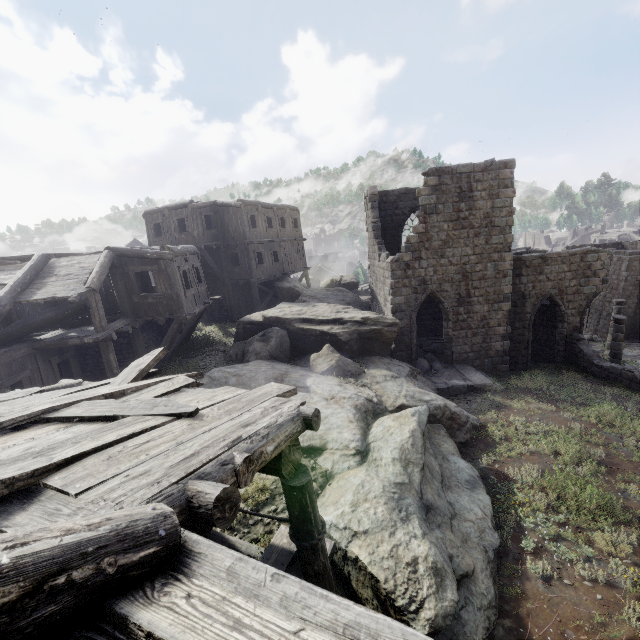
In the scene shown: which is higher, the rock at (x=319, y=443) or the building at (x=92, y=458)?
the building at (x=92, y=458)

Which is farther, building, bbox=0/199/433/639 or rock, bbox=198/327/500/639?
rock, bbox=198/327/500/639

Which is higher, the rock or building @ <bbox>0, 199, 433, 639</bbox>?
building @ <bbox>0, 199, 433, 639</bbox>

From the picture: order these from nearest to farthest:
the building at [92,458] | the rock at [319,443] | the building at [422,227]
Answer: the building at [92,458], the rock at [319,443], the building at [422,227]

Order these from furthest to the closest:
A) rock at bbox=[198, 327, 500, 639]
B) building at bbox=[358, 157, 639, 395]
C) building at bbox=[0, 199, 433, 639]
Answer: building at bbox=[358, 157, 639, 395] → rock at bbox=[198, 327, 500, 639] → building at bbox=[0, 199, 433, 639]

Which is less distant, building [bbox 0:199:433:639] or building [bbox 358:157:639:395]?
building [bbox 0:199:433:639]

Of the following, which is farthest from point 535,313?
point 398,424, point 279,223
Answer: point 279,223
